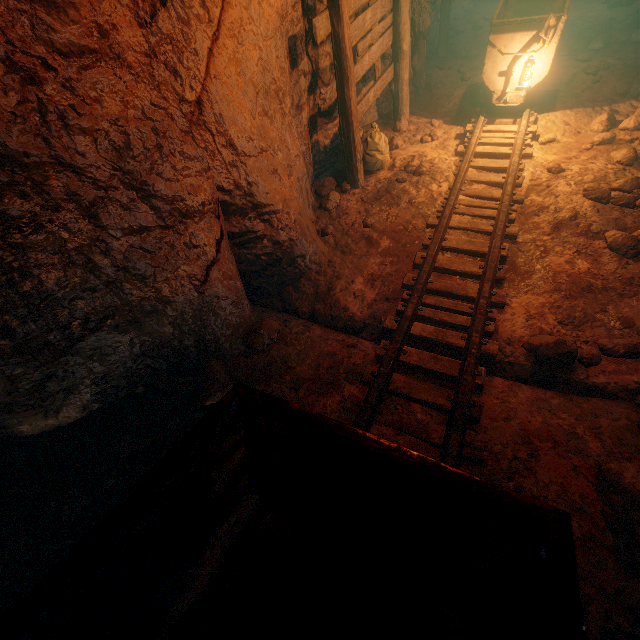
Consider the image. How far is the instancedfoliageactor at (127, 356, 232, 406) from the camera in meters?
3.0

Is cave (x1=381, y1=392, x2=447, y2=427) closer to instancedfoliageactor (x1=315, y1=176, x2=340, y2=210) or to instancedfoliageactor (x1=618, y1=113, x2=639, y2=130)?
instancedfoliageactor (x1=315, y1=176, x2=340, y2=210)

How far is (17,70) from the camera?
1.92m

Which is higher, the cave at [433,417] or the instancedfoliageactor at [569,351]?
the instancedfoliageactor at [569,351]

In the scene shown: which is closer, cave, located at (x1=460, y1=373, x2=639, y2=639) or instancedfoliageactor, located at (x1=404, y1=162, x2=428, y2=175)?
cave, located at (x1=460, y1=373, x2=639, y2=639)

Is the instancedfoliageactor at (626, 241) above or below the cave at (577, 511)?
above

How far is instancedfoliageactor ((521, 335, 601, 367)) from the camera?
3.1m
